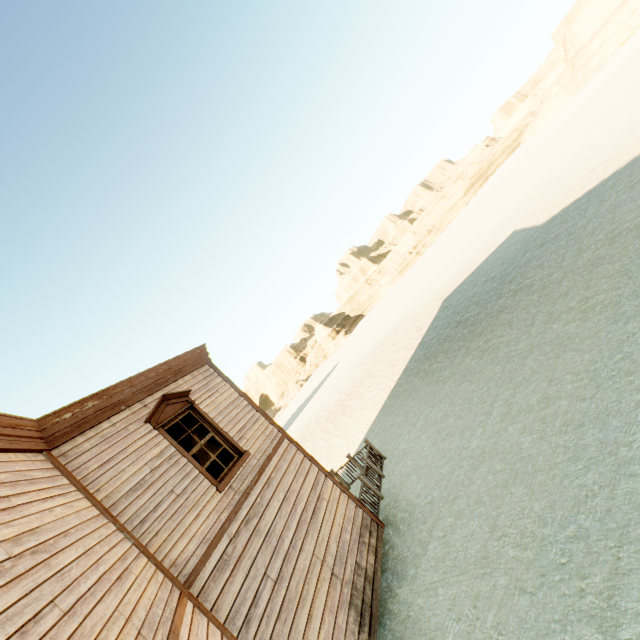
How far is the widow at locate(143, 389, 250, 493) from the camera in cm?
640

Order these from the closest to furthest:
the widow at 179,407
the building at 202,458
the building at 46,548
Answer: the building at 46,548, the widow at 179,407, the building at 202,458

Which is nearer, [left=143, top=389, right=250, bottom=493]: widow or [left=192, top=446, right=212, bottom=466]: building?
[left=143, top=389, right=250, bottom=493]: widow

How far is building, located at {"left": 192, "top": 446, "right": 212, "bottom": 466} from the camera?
9.5 meters

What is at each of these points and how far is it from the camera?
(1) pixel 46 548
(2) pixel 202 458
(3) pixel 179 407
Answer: (1) building, 3.1 meters
(2) building, 9.6 meters
(3) widow, 7.2 meters

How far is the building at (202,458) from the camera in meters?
9.5

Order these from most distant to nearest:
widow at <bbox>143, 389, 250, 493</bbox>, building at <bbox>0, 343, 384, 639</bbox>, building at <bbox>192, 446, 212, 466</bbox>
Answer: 1. building at <bbox>192, 446, 212, 466</bbox>
2. widow at <bbox>143, 389, 250, 493</bbox>
3. building at <bbox>0, 343, 384, 639</bbox>
